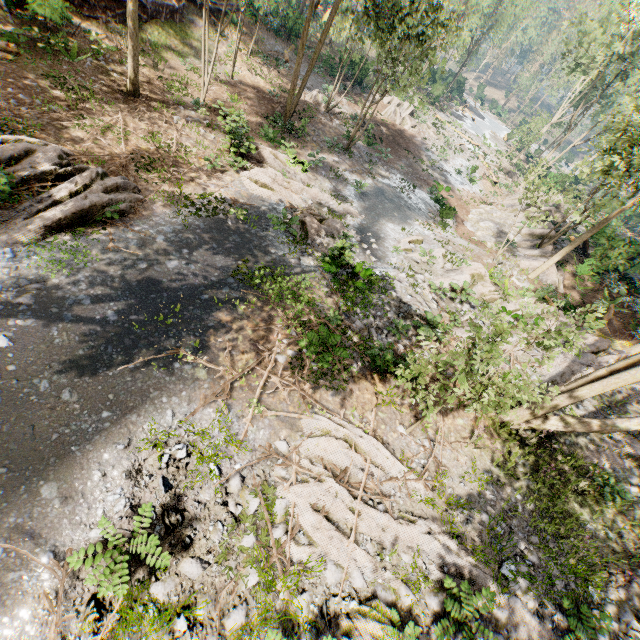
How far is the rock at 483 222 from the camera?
23.1 meters

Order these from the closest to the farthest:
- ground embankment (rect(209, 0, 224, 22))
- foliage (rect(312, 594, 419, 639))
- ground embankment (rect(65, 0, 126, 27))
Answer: foliage (rect(312, 594, 419, 639)), ground embankment (rect(65, 0, 126, 27)), ground embankment (rect(209, 0, 224, 22))

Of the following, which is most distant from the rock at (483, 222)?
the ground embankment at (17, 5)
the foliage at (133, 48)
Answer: the ground embankment at (17, 5)

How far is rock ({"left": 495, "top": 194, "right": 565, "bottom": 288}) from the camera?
19.72m

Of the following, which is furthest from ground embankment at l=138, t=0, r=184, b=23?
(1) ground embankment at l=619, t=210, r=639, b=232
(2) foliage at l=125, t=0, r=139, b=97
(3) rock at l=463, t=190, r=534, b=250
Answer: (1) ground embankment at l=619, t=210, r=639, b=232

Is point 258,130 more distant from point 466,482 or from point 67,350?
point 466,482

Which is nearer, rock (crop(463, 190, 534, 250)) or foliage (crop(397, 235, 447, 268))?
foliage (crop(397, 235, 447, 268))

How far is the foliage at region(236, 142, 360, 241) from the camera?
14.7m
